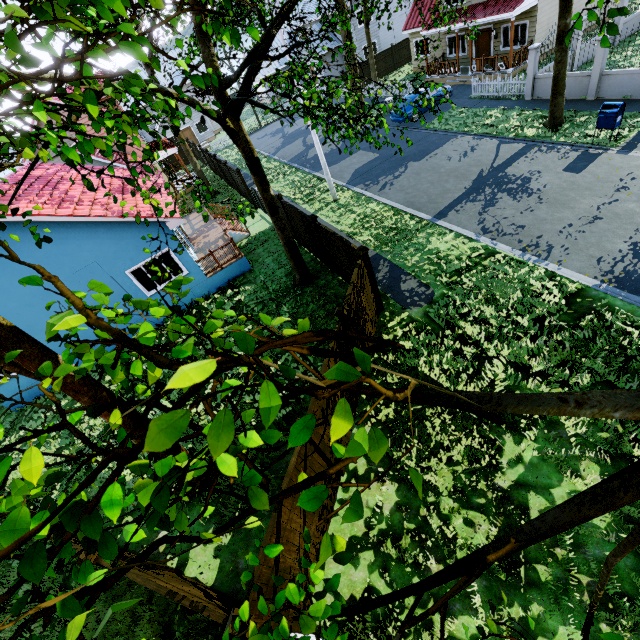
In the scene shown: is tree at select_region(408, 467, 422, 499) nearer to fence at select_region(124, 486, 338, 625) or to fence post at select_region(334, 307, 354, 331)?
fence at select_region(124, 486, 338, 625)

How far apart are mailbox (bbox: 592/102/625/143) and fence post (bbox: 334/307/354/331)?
13.8 meters

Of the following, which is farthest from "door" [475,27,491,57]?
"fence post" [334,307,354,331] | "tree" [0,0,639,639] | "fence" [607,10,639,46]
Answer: "fence post" [334,307,354,331]

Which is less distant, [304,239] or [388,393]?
[388,393]

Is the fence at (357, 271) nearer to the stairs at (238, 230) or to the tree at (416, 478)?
the tree at (416, 478)

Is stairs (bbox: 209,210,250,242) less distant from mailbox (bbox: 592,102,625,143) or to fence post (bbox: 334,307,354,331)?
fence post (bbox: 334,307,354,331)

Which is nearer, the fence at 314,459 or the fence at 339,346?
the fence at 314,459

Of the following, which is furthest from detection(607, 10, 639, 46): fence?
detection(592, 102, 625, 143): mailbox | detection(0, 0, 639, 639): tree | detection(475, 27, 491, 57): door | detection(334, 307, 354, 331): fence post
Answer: detection(475, 27, 491, 57): door
